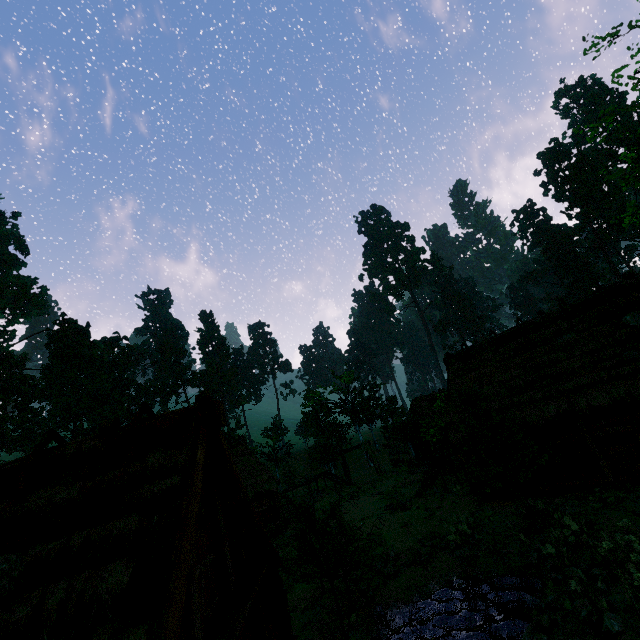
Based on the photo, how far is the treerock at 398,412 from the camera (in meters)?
32.62

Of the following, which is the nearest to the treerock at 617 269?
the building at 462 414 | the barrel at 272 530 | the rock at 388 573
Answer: the building at 462 414

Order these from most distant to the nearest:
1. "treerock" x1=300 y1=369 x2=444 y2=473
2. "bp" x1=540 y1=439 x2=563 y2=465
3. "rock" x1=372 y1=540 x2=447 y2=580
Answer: "treerock" x1=300 y1=369 x2=444 y2=473
"bp" x1=540 y1=439 x2=563 y2=465
"rock" x1=372 y1=540 x2=447 y2=580

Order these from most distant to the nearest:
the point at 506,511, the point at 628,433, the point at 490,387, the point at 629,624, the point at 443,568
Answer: the point at 490,387 → the point at 506,511 → the point at 443,568 → the point at 628,433 → the point at 629,624

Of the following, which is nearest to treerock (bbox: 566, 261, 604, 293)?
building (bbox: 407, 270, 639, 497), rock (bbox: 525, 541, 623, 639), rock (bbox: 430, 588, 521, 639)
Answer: building (bbox: 407, 270, 639, 497)

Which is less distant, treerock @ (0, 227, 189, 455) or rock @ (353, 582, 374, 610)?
rock @ (353, 582, 374, 610)

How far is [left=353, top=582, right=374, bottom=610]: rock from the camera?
12.4 meters

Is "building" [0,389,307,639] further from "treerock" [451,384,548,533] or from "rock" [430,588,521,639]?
"rock" [430,588,521,639]
